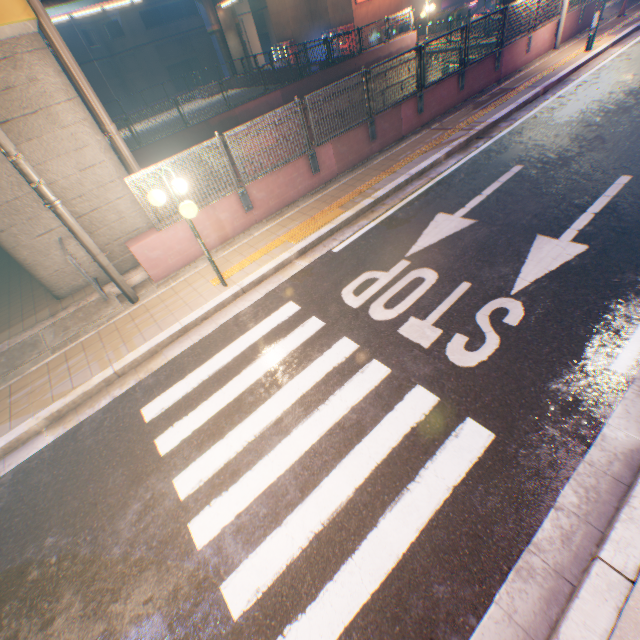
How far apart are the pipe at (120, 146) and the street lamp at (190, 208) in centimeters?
316cm

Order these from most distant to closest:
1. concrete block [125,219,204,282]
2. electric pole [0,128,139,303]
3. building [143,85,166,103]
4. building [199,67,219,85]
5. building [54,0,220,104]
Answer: building [199,67,219,85] → building [143,85,166,103] → building [54,0,220,104] → concrete block [125,219,204,282] → electric pole [0,128,139,303]

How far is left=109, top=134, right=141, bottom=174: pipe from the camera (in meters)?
7.61

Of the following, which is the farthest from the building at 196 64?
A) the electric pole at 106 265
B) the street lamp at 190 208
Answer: the street lamp at 190 208

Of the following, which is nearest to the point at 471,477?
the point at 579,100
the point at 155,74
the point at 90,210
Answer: the point at 90,210

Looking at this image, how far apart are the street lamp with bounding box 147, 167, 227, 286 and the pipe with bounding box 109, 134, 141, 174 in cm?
316

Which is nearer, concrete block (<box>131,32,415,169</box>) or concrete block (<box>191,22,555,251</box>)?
concrete block (<box>191,22,555,251</box>)

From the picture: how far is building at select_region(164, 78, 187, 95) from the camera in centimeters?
4069cm
